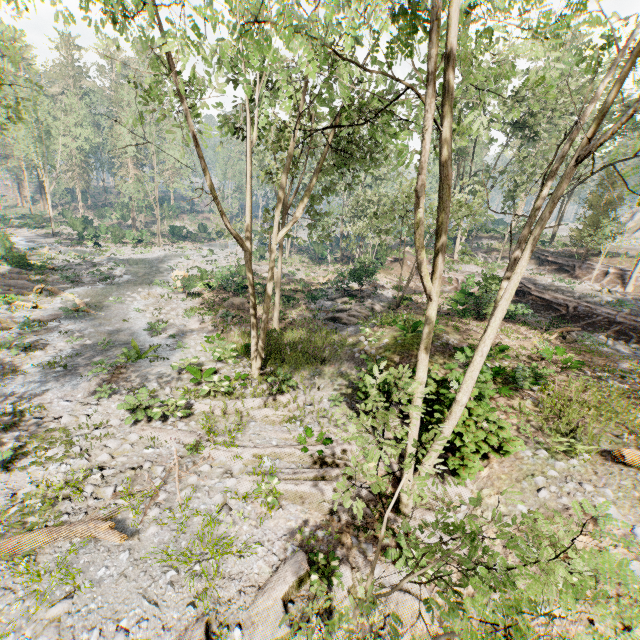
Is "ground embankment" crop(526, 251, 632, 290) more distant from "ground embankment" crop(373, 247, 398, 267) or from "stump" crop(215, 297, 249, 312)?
"stump" crop(215, 297, 249, 312)

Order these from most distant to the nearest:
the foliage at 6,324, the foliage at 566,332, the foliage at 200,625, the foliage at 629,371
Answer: the foliage at 6,324 < the foliage at 566,332 < the foliage at 629,371 < the foliage at 200,625

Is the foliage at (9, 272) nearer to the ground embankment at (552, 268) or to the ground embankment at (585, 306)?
the ground embankment at (552, 268)

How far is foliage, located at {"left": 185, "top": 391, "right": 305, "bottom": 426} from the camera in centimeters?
1255cm

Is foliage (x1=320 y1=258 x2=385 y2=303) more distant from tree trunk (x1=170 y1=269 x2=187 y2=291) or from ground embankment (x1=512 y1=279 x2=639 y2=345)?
ground embankment (x1=512 y1=279 x2=639 y2=345)

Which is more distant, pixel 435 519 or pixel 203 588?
pixel 435 519
